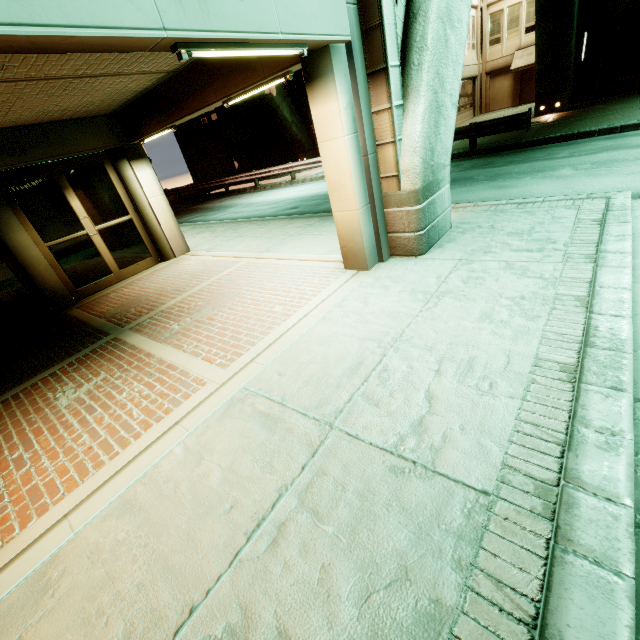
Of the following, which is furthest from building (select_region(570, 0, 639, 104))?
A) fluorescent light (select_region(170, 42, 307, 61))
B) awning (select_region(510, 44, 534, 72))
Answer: fluorescent light (select_region(170, 42, 307, 61))

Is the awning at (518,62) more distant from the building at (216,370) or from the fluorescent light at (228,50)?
the fluorescent light at (228,50)

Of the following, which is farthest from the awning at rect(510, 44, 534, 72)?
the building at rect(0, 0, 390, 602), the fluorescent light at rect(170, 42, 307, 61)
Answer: the fluorescent light at rect(170, 42, 307, 61)

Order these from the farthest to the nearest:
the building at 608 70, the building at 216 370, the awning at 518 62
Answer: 1. the awning at 518 62
2. the building at 608 70
3. the building at 216 370

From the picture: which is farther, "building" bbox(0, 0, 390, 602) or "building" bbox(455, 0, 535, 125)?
"building" bbox(455, 0, 535, 125)

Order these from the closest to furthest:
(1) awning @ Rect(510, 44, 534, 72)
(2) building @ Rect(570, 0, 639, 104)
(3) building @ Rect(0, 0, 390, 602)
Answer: (3) building @ Rect(0, 0, 390, 602) < (2) building @ Rect(570, 0, 639, 104) < (1) awning @ Rect(510, 44, 534, 72)

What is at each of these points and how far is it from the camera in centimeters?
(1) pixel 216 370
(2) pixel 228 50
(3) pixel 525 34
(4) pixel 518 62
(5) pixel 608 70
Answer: (1) building, 391cm
(2) fluorescent light, 293cm
(3) building, 2569cm
(4) awning, 2589cm
(5) building, 1844cm

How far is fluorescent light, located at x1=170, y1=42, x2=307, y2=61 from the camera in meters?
2.6
